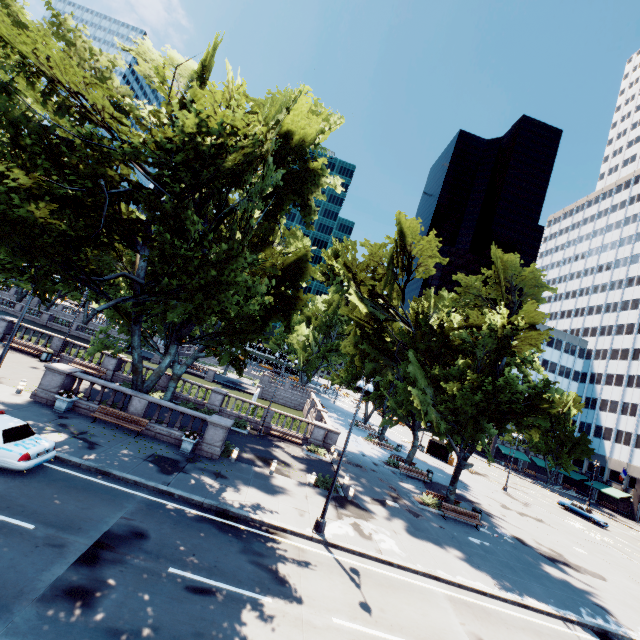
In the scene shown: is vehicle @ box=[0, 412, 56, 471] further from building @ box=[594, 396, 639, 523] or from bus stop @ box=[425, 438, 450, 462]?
building @ box=[594, 396, 639, 523]

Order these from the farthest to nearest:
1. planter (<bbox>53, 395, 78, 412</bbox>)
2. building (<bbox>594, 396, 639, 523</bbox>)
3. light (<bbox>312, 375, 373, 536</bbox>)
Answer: building (<bbox>594, 396, 639, 523</bbox>)
planter (<bbox>53, 395, 78, 412</bbox>)
light (<bbox>312, 375, 373, 536</bbox>)

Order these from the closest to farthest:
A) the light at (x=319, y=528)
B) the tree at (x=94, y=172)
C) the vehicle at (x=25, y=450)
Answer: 1. the vehicle at (x=25, y=450)
2. the tree at (x=94, y=172)
3. the light at (x=319, y=528)

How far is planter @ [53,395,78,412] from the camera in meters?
18.0 m

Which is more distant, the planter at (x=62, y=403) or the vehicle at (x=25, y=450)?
the planter at (x=62, y=403)

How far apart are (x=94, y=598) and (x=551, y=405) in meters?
26.1

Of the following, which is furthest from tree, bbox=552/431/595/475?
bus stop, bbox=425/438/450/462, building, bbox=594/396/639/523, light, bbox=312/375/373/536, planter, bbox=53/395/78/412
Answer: bus stop, bbox=425/438/450/462

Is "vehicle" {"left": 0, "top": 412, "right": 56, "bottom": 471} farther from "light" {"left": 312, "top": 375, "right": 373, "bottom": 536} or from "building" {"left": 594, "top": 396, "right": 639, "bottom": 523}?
"building" {"left": 594, "top": 396, "right": 639, "bottom": 523}
